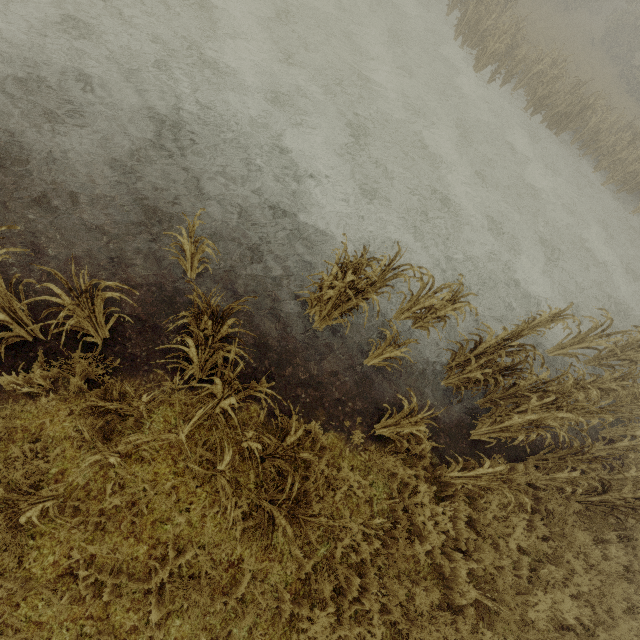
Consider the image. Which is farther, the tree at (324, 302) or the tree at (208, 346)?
the tree at (324, 302)

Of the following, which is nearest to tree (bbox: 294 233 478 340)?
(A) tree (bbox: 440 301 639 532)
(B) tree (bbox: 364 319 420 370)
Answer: (B) tree (bbox: 364 319 420 370)

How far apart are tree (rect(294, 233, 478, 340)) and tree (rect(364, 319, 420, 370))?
0.8 meters

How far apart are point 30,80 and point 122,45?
2.30m

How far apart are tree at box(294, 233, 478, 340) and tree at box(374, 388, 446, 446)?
1.51m

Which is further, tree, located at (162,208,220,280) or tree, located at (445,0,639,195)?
tree, located at (445,0,639,195)

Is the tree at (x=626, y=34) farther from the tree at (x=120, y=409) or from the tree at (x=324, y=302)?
the tree at (x=120, y=409)

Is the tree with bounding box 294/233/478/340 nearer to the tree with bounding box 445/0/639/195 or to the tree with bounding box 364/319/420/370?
the tree with bounding box 364/319/420/370
